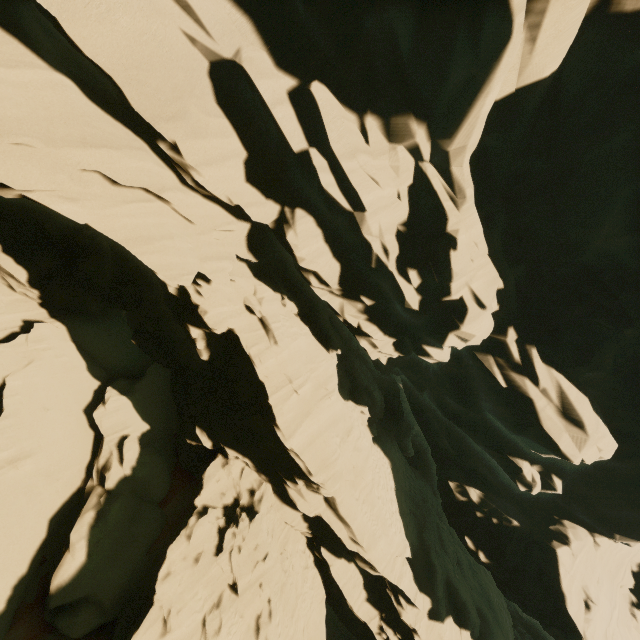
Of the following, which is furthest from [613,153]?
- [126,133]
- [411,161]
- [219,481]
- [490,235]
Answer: [219,481]
